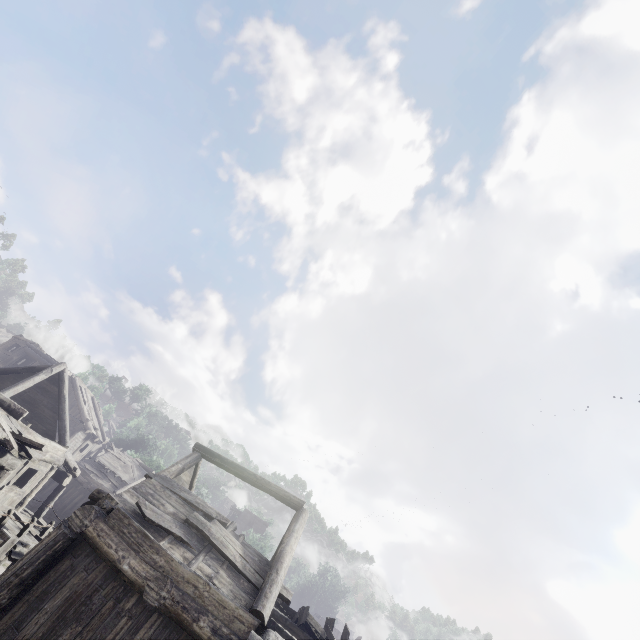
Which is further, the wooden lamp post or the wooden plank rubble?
the wooden plank rubble

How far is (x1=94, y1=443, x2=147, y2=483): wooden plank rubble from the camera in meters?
28.6 m

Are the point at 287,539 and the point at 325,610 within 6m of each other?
no

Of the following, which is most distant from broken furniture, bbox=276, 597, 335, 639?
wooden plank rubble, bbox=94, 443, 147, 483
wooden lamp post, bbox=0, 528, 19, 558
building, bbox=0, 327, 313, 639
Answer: wooden plank rubble, bbox=94, 443, 147, 483

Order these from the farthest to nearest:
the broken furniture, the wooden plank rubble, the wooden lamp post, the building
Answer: the wooden plank rubble
the broken furniture
the building
the wooden lamp post

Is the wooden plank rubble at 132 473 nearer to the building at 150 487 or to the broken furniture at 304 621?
the building at 150 487

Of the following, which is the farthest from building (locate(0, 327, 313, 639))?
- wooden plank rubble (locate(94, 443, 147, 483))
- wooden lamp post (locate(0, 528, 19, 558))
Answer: wooden lamp post (locate(0, 528, 19, 558))

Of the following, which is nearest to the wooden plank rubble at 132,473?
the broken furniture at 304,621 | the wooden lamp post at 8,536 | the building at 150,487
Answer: the building at 150,487
